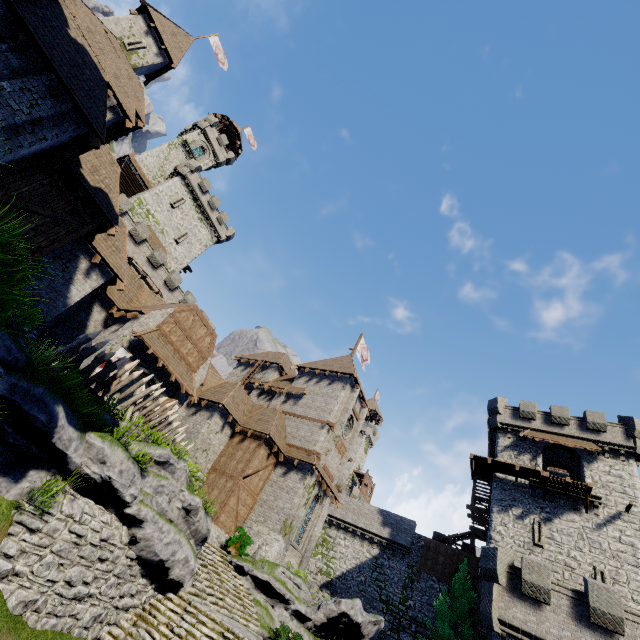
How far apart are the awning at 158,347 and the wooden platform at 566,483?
28.06m

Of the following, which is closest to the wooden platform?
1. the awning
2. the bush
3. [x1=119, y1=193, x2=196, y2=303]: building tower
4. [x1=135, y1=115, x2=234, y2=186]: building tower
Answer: the bush

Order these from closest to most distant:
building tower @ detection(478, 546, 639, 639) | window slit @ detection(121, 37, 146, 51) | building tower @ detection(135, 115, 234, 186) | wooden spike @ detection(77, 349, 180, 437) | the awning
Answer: wooden spike @ detection(77, 349, 180, 437)
building tower @ detection(478, 546, 639, 639)
the awning
window slit @ detection(121, 37, 146, 51)
building tower @ detection(135, 115, 234, 186)

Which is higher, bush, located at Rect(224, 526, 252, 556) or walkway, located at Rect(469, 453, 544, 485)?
walkway, located at Rect(469, 453, 544, 485)

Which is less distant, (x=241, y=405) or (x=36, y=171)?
(x=36, y=171)

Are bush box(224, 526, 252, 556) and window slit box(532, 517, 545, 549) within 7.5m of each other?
no

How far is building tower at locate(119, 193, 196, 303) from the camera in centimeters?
3209cm

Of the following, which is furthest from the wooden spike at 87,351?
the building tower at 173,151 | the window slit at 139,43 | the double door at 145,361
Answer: the building tower at 173,151
